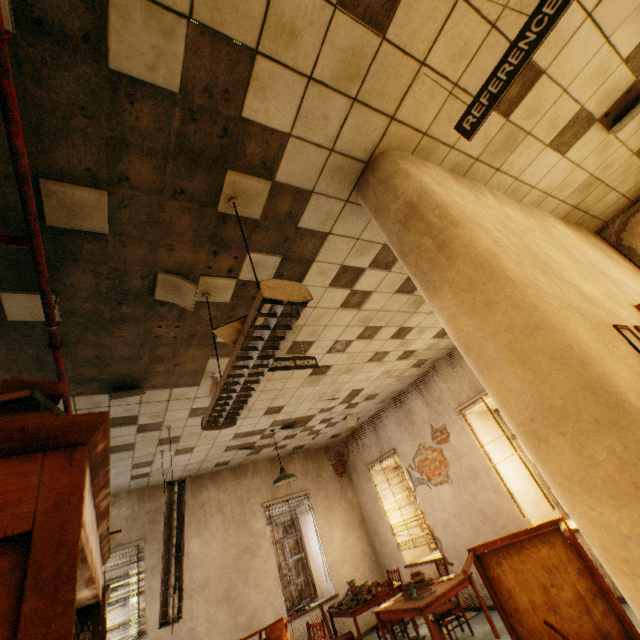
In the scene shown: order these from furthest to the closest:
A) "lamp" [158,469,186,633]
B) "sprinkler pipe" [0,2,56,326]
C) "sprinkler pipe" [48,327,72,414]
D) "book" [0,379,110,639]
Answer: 1. "lamp" [158,469,186,633]
2. "sprinkler pipe" [48,327,72,414]
3. "sprinkler pipe" [0,2,56,326]
4. "book" [0,379,110,639]

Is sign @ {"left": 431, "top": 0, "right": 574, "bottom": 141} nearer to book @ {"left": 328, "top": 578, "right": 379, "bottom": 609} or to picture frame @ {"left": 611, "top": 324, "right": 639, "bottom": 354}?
picture frame @ {"left": 611, "top": 324, "right": 639, "bottom": 354}

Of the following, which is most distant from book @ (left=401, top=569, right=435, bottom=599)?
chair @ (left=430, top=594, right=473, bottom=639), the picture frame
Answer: the picture frame

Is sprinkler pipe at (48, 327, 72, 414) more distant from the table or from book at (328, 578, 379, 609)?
book at (328, 578, 379, 609)

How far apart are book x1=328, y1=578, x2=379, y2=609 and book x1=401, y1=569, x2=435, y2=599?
1.2 meters

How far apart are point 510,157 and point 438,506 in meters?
6.4 m

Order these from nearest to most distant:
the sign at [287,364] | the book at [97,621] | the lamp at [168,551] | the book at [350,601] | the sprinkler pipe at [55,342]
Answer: the book at [97,621], the sprinkler pipe at [55,342], the sign at [287,364], the lamp at [168,551], the book at [350,601]

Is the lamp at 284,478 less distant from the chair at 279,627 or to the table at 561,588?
the chair at 279,627
